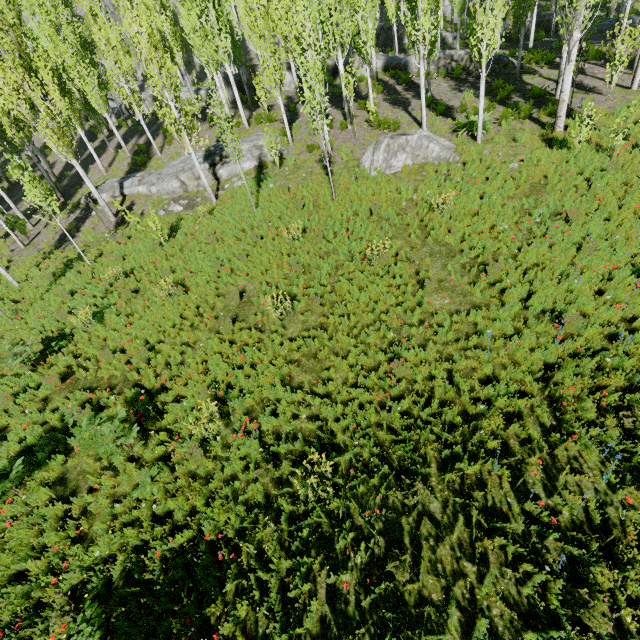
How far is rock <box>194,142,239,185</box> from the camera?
17.0m

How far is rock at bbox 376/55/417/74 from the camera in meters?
23.0 m

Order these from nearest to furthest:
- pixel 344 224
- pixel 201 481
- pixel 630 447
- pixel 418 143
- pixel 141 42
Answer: pixel 630 447, pixel 201 481, pixel 344 224, pixel 141 42, pixel 418 143

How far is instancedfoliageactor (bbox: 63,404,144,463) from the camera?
6.5m

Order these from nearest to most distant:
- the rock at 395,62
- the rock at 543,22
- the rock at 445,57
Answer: the rock at 445,57 → the rock at 395,62 → the rock at 543,22

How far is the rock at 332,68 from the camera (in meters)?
25.22

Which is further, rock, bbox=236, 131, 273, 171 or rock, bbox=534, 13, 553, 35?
rock, bbox=534, 13, 553, 35
